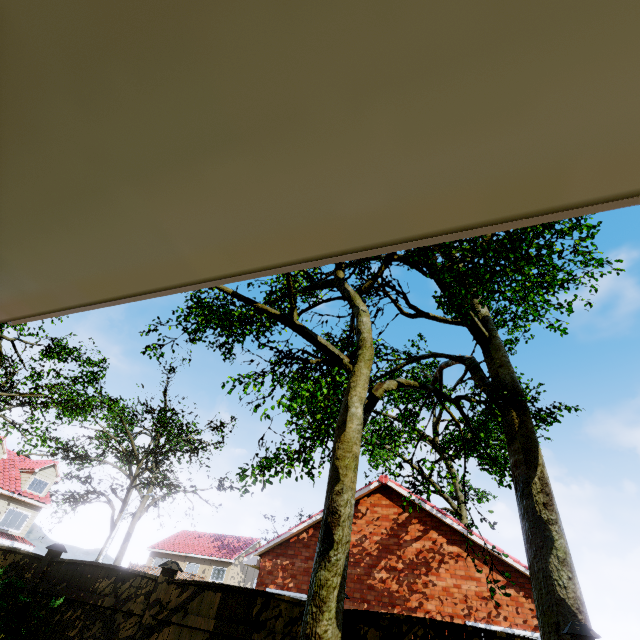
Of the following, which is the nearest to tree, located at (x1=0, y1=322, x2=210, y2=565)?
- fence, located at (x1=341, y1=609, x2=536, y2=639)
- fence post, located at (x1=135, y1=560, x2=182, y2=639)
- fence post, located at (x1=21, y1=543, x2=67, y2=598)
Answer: fence, located at (x1=341, y1=609, x2=536, y2=639)

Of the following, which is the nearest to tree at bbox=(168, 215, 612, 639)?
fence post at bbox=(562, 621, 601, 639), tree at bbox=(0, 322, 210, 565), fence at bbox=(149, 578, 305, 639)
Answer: tree at bbox=(0, 322, 210, 565)

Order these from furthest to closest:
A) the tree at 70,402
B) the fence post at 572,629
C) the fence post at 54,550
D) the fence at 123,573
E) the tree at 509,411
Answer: the tree at 70,402 < the fence post at 54,550 < the fence at 123,573 < the tree at 509,411 < the fence post at 572,629

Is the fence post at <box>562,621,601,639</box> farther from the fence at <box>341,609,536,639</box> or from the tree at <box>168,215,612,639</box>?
the tree at <box>168,215,612,639</box>

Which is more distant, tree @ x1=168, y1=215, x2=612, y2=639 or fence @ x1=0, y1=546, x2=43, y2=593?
fence @ x1=0, y1=546, x2=43, y2=593

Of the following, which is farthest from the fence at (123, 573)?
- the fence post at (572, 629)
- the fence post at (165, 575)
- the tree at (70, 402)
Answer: the fence post at (572, 629)

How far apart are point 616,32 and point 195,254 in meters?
1.0

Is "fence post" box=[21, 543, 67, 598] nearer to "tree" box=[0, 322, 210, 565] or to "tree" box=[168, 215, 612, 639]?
"tree" box=[0, 322, 210, 565]
